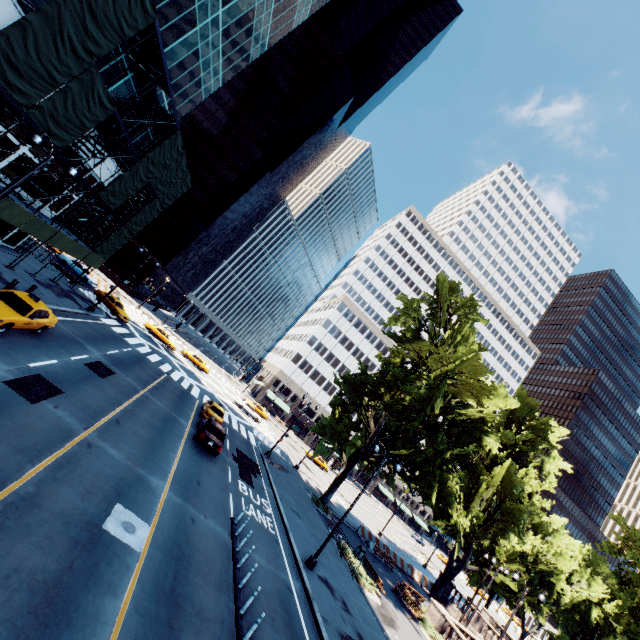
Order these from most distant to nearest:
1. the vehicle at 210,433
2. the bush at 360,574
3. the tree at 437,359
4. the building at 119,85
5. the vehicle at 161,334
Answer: the vehicle at 161,334
the tree at 437,359
the building at 119,85
the bush at 360,574
the vehicle at 210,433

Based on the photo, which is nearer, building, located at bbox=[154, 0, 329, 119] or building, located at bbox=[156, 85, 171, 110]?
building, located at bbox=[154, 0, 329, 119]

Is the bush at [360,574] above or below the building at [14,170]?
below

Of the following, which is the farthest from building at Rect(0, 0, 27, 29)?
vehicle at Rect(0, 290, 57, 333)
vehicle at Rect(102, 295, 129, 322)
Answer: vehicle at Rect(102, 295, 129, 322)

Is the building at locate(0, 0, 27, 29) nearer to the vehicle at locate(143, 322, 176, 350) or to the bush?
the vehicle at locate(143, 322, 176, 350)

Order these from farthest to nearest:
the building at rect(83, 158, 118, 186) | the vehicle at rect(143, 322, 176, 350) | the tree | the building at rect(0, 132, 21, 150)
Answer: the vehicle at rect(143, 322, 176, 350) < the building at rect(83, 158, 118, 186) < the tree < the building at rect(0, 132, 21, 150)

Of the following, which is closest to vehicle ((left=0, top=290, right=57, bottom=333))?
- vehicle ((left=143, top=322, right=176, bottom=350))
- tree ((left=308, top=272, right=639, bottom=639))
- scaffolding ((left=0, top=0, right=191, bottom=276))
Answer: scaffolding ((left=0, top=0, right=191, bottom=276))

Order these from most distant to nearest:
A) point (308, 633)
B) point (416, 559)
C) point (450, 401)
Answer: point (416, 559) < point (450, 401) < point (308, 633)
